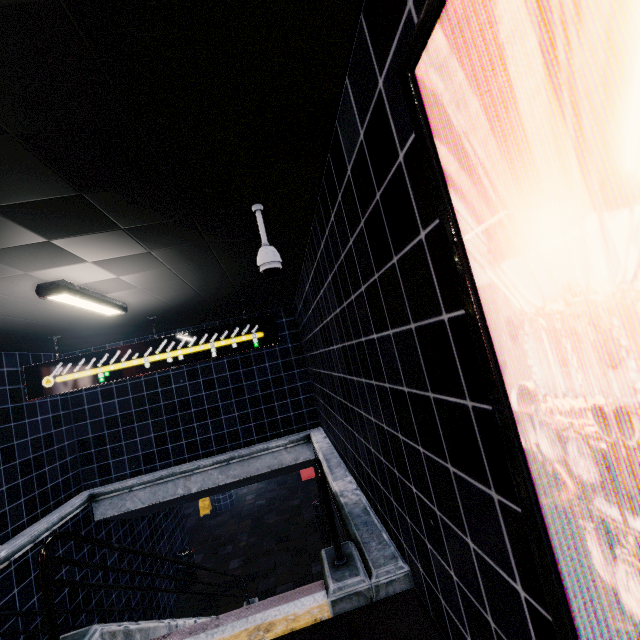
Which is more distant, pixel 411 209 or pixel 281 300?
pixel 281 300
